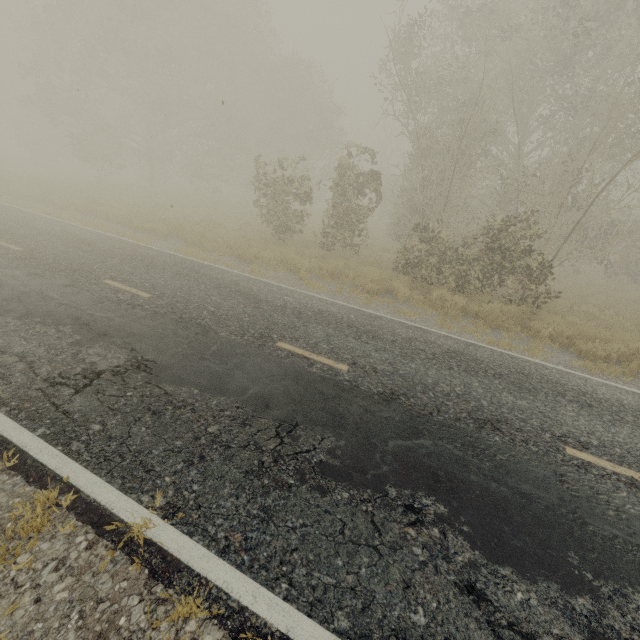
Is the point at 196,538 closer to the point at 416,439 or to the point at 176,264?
the point at 416,439
